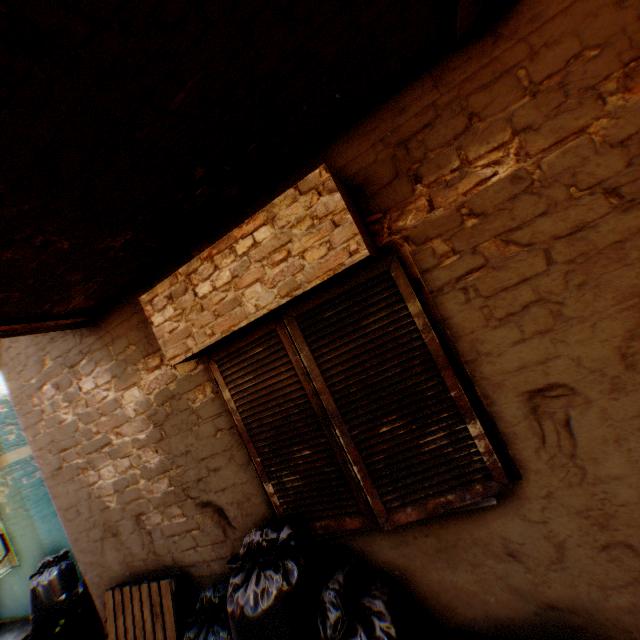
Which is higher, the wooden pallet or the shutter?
the shutter

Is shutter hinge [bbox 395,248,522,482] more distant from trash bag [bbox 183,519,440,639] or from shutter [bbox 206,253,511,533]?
trash bag [bbox 183,519,440,639]

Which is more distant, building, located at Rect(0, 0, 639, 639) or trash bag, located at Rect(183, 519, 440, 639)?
trash bag, located at Rect(183, 519, 440, 639)

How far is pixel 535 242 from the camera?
1.8m

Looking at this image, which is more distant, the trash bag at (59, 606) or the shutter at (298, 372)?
the trash bag at (59, 606)

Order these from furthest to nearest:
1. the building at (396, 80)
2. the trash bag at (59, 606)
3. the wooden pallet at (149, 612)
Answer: the trash bag at (59, 606), the wooden pallet at (149, 612), the building at (396, 80)

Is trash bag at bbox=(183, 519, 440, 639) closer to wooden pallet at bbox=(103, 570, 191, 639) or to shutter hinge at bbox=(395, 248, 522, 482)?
wooden pallet at bbox=(103, 570, 191, 639)
